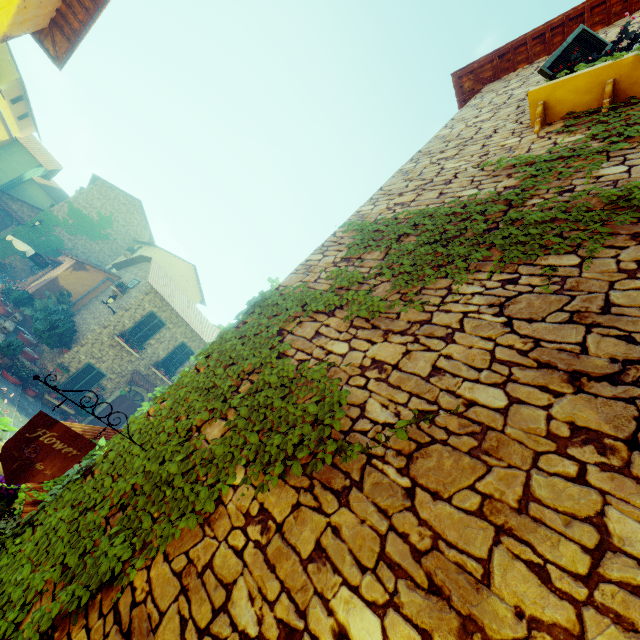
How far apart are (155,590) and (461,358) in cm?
237

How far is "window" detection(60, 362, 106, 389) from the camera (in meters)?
15.30

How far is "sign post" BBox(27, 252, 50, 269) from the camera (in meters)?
18.98

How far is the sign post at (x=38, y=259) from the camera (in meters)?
18.98

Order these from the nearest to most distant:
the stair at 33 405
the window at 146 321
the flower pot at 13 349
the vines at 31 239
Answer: the stair at 33 405
the flower pot at 13 349
the window at 146 321
the vines at 31 239

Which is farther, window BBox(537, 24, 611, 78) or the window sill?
window BBox(537, 24, 611, 78)

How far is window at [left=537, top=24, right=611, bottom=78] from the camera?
4.2m

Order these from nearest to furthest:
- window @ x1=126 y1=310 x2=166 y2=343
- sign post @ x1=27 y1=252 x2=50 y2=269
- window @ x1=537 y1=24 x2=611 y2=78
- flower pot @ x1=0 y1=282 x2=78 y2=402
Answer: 1. window @ x1=537 y1=24 x2=611 y2=78
2. flower pot @ x1=0 y1=282 x2=78 y2=402
3. window @ x1=126 y1=310 x2=166 y2=343
4. sign post @ x1=27 y1=252 x2=50 y2=269
